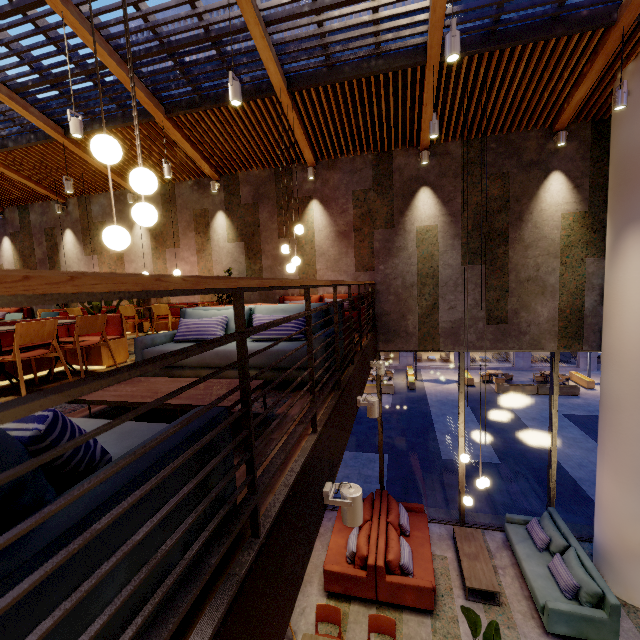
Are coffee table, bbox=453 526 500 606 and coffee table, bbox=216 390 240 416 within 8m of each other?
yes

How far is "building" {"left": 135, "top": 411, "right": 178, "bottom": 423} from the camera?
2.8m

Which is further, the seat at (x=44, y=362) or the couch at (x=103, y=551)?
the seat at (x=44, y=362)

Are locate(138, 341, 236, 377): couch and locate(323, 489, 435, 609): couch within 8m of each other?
yes

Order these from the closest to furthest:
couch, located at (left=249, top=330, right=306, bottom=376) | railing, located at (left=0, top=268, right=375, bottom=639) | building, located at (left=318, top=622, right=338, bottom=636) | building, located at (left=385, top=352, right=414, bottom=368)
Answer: railing, located at (left=0, top=268, right=375, bottom=639)
couch, located at (left=249, top=330, right=306, bottom=376)
building, located at (left=318, top=622, right=338, bottom=636)
building, located at (left=385, top=352, right=414, bottom=368)

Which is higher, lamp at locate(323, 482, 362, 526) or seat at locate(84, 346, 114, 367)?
seat at locate(84, 346, 114, 367)

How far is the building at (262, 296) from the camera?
8.5m

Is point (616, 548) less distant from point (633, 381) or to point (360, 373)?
point (633, 381)
